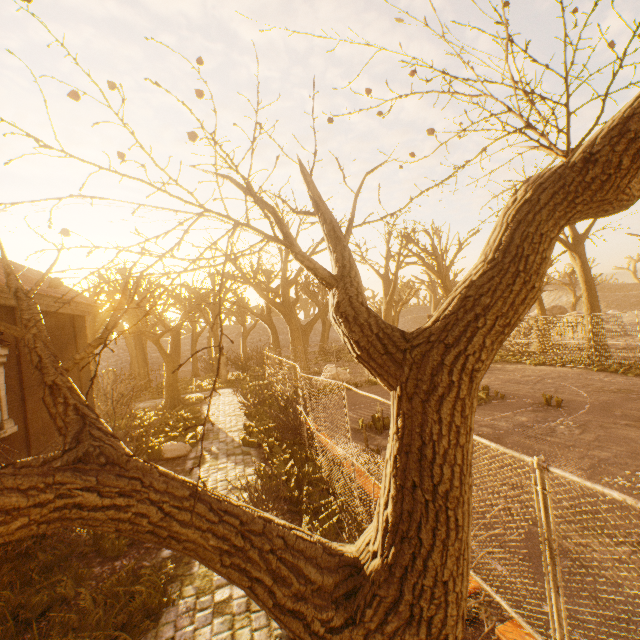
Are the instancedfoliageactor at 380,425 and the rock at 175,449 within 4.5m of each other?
no

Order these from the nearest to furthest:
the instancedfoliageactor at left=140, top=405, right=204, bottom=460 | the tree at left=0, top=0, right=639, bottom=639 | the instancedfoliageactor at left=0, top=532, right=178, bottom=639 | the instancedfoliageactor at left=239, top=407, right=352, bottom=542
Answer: the tree at left=0, top=0, right=639, bottom=639
the instancedfoliageactor at left=0, top=532, right=178, bottom=639
the instancedfoliageactor at left=239, top=407, right=352, bottom=542
the instancedfoliageactor at left=140, top=405, right=204, bottom=460

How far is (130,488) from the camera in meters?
1.5 m

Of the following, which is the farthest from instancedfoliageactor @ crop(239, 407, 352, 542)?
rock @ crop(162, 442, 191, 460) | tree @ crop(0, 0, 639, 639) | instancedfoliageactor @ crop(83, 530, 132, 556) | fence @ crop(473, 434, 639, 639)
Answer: tree @ crop(0, 0, 639, 639)

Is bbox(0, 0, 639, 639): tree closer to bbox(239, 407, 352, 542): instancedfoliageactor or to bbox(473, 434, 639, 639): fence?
bbox(473, 434, 639, 639): fence

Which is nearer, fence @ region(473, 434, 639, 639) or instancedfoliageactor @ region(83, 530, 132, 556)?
fence @ region(473, 434, 639, 639)

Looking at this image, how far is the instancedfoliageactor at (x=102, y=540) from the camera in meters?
6.5

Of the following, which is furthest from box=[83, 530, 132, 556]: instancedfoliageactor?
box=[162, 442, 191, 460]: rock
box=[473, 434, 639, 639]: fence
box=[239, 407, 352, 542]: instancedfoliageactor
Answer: box=[473, 434, 639, 639]: fence
